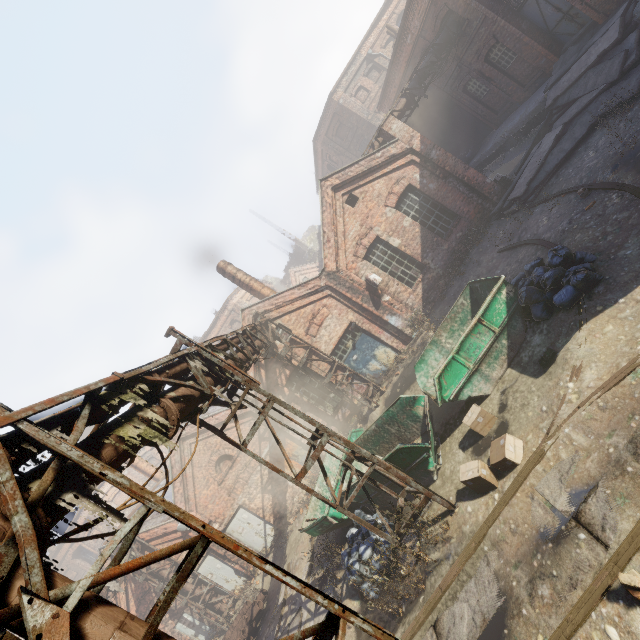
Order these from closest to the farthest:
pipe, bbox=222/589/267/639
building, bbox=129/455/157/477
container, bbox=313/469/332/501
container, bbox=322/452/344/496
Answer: container, bbox=322/452/344/496 → container, bbox=313/469/332/501 → pipe, bbox=222/589/267/639 → building, bbox=129/455/157/477

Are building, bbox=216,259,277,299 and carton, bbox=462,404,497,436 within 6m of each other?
no

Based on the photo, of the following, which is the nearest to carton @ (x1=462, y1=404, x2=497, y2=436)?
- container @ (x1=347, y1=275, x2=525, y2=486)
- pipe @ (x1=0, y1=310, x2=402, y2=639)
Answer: container @ (x1=347, y1=275, x2=525, y2=486)

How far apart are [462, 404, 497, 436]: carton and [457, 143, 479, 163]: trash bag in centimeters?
1996cm

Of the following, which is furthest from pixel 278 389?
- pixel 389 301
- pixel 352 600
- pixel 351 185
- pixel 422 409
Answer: pixel 351 185

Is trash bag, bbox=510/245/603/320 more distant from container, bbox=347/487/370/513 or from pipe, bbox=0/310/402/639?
pipe, bbox=0/310/402/639

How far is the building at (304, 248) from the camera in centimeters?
4631cm

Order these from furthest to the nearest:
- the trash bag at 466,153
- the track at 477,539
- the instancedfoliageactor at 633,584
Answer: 1. the trash bag at 466,153
2. the track at 477,539
3. the instancedfoliageactor at 633,584
